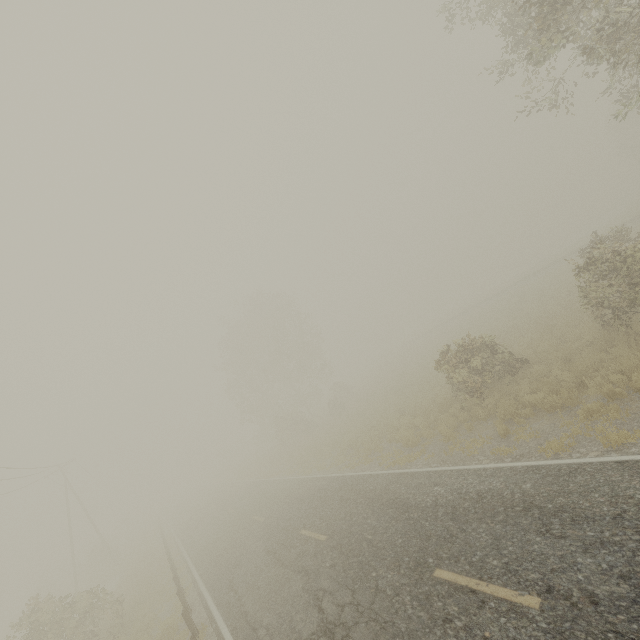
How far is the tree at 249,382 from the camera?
37.6 meters

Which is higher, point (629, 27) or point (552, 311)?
point (629, 27)

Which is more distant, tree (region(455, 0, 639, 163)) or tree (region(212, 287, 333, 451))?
tree (region(212, 287, 333, 451))

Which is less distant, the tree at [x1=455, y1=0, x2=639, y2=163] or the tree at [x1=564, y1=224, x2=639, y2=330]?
the tree at [x1=455, y1=0, x2=639, y2=163]

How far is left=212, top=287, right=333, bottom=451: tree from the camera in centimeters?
3759cm

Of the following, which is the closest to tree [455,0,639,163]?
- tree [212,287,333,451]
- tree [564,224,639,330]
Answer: tree [564,224,639,330]

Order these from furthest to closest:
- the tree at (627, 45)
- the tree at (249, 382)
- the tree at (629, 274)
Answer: the tree at (249, 382), the tree at (629, 274), the tree at (627, 45)
